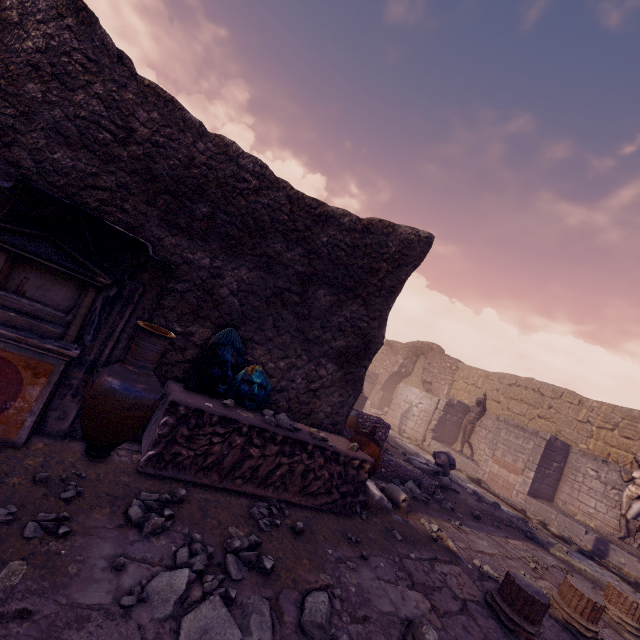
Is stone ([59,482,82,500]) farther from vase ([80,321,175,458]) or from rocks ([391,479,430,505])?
rocks ([391,479,430,505])

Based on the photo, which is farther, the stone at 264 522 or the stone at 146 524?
the stone at 264 522

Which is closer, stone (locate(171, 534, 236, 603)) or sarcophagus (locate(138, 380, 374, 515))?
stone (locate(171, 534, 236, 603))

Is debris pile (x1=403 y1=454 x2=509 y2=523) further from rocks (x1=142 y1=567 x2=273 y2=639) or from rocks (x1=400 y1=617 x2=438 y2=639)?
rocks (x1=142 y1=567 x2=273 y2=639)

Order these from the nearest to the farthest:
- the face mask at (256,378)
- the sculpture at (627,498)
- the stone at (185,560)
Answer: the stone at (185,560), the face mask at (256,378), the sculpture at (627,498)

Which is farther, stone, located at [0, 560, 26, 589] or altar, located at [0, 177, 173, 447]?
altar, located at [0, 177, 173, 447]

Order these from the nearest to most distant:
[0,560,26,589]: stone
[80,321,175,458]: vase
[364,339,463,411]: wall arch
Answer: [0,560,26,589]: stone → [80,321,175,458]: vase → [364,339,463,411]: wall arch

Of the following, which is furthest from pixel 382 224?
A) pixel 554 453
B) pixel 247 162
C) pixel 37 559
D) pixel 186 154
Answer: pixel 554 453
